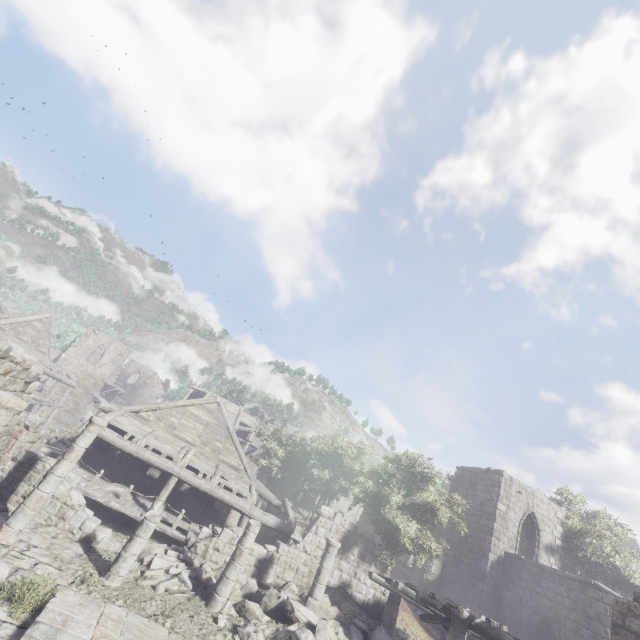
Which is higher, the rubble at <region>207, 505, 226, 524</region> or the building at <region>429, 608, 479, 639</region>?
the building at <region>429, 608, 479, 639</region>

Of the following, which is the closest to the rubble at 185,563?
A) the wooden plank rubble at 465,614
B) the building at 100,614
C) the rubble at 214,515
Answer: the building at 100,614

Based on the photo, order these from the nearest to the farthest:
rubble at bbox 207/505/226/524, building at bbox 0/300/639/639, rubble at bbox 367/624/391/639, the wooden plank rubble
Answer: building at bbox 0/300/639/639
the wooden plank rubble
rubble at bbox 367/624/391/639
rubble at bbox 207/505/226/524

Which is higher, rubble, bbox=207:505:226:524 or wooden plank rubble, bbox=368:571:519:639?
wooden plank rubble, bbox=368:571:519:639

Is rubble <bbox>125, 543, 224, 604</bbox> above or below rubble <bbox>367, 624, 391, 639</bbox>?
below

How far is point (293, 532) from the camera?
15.4 meters

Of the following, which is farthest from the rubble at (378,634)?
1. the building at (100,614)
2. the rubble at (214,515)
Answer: the rubble at (214,515)

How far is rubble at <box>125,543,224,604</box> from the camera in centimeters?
1115cm
